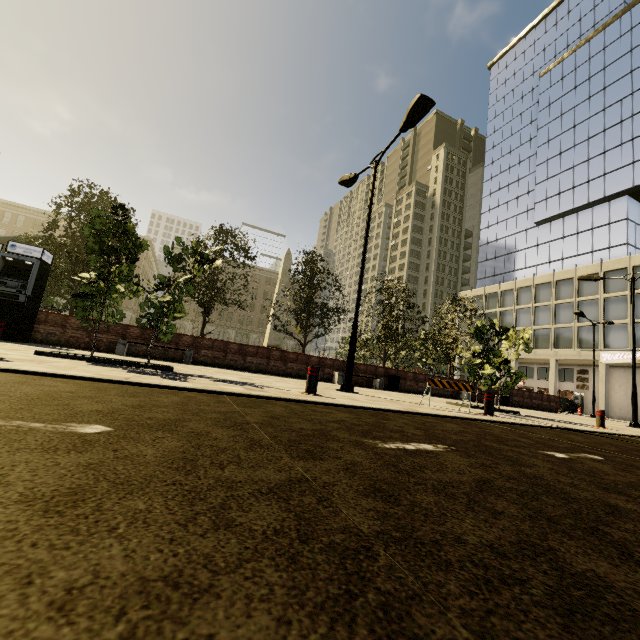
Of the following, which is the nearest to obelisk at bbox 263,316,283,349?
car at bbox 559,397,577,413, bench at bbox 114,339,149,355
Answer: bench at bbox 114,339,149,355

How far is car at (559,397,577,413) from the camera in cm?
2972

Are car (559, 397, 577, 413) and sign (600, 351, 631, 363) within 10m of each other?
yes

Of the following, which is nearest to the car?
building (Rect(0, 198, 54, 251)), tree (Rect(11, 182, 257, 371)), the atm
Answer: tree (Rect(11, 182, 257, 371))

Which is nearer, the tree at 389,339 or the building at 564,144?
the tree at 389,339

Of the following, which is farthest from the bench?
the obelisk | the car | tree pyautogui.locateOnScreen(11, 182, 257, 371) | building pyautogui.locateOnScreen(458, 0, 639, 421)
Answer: the car

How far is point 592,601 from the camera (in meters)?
0.88

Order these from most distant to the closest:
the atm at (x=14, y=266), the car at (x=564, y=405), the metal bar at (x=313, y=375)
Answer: the car at (x=564, y=405) → the atm at (x=14, y=266) → the metal bar at (x=313, y=375)
